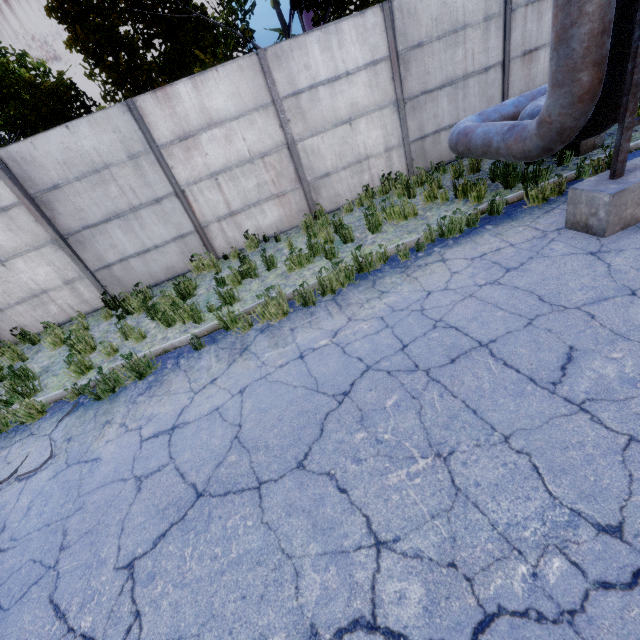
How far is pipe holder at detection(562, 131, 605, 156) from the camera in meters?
6.4 m

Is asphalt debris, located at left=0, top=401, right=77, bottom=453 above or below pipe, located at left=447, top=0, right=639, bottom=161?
below

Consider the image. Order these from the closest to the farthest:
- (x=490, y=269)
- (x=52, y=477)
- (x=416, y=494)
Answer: (x=416, y=494), (x=52, y=477), (x=490, y=269)

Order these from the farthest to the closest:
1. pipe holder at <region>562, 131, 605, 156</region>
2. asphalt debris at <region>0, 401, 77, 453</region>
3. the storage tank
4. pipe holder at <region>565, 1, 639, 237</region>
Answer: the storage tank < pipe holder at <region>562, 131, 605, 156</region> < asphalt debris at <region>0, 401, 77, 453</region> < pipe holder at <region>565, 1, 639, 237</region>

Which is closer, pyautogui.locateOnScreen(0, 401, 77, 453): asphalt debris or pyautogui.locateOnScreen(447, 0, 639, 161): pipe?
pyautogui.locateOnScreen(447, 0, 639, 161): pipe

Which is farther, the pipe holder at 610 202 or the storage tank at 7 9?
the storage tank at 7 9

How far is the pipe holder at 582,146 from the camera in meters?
6.4

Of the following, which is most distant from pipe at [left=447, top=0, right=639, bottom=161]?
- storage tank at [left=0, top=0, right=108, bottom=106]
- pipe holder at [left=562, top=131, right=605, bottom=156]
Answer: storage tank at [left=0, top=0, right=108, bottom=106]
